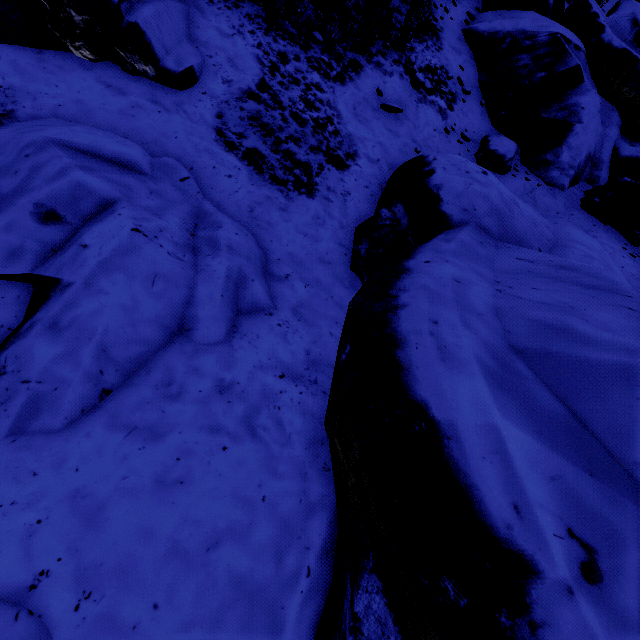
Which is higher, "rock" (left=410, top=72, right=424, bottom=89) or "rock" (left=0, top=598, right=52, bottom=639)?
"rock" (left=410, top=72, right=424, bottom=89)

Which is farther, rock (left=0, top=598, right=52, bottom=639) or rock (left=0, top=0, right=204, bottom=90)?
rock (left=0, top=0, right=204, bottom=90)

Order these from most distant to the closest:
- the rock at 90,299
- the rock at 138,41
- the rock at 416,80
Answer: the rock at 416,80 < the rock at 138,41 < the rock at 90,299

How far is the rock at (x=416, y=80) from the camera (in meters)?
6.27

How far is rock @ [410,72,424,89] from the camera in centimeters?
627cm

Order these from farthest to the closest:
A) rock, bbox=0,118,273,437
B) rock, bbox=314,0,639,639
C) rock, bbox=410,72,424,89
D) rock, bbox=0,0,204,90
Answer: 1. rock, bbox=410,72,424,89
2. rock, bbox=0,0,204,90
3. rock, bbox=0,118,273,437
4. rock, bbox=314,0,639,639

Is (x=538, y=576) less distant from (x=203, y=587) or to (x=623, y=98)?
(x=203, y=587)
